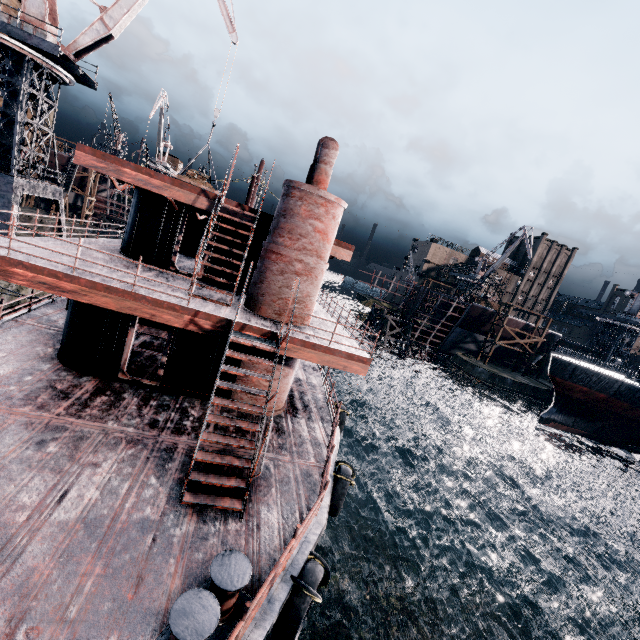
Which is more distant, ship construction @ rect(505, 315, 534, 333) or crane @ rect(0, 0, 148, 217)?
ship construction @ rect(505, 315, 534, 333)

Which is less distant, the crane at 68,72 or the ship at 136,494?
the ship at 136,494

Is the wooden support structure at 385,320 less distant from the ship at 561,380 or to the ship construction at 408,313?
the ship construction at 408,313

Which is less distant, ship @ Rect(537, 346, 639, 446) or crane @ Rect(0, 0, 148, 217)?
crane @ Rect(0, 0, 148, 217)

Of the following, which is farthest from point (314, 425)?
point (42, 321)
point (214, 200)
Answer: point (42, 321)

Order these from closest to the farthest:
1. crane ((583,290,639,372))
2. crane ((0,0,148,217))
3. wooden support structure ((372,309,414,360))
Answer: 1. crane ((0,0,148,217))
2. crane ((583,290,639,372))
3. wooden support structure ((372,309,414,360))

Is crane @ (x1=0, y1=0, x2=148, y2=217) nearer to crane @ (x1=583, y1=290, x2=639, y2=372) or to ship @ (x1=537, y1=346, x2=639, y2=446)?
ship @ (x1=537, y1=346, x2=639, y2=446)

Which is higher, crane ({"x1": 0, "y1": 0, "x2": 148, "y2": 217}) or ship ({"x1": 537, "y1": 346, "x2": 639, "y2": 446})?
crane ({"x1": 0, "y1": 0, "x2": 148, "y2": 217})
